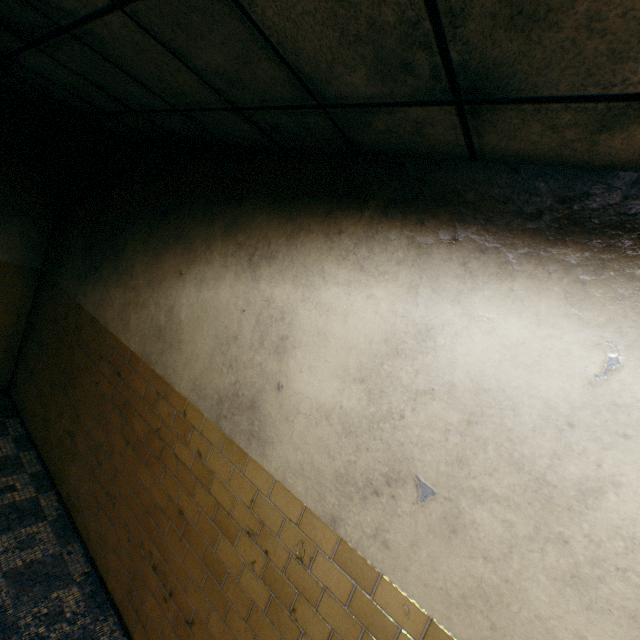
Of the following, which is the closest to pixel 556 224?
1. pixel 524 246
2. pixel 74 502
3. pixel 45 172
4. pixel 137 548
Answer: pixel 524 246
